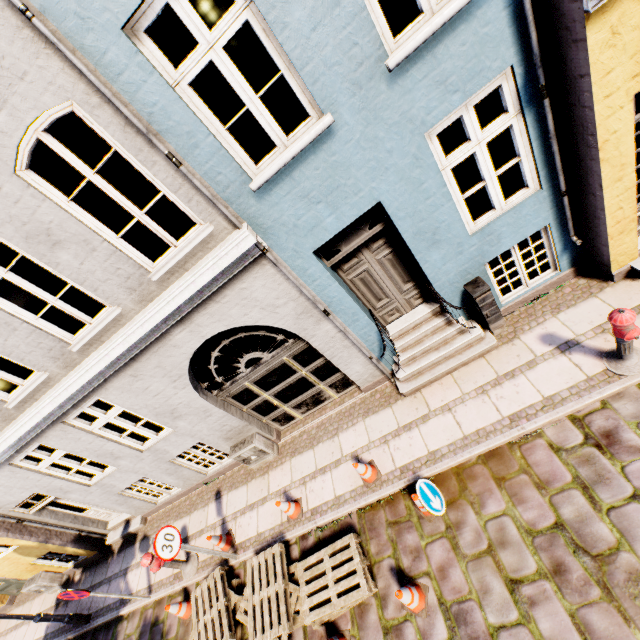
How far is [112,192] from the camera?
3.91m

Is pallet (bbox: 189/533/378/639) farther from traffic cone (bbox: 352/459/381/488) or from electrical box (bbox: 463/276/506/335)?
electrical box (bbox: 463/276/506/335)

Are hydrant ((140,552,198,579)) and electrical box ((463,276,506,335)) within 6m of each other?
no

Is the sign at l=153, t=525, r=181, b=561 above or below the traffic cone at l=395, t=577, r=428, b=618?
above

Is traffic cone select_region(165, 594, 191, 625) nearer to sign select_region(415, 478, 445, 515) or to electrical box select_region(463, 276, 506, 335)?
sign select_region(415, 478, 445, 515)

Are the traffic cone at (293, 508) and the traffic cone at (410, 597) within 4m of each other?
yes

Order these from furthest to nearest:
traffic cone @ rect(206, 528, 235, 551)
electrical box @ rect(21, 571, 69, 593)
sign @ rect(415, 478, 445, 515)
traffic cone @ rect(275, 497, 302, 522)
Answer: electrical box @ rect(21, 571, 69, 593) < traffic cone @ rect(206, 528, 235, 551) < traffic cone @ rect(275, 497, 302, 522) < sign @ rect(415, 478, 445, 515)

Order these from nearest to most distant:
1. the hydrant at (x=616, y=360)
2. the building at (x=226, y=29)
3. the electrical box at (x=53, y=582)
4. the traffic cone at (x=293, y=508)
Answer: the building at (x=226, y=29), the hydrant at (x=616, y=360), the traffic cone at (x=293, y=508), the electrical box at (x=53, y=582)
